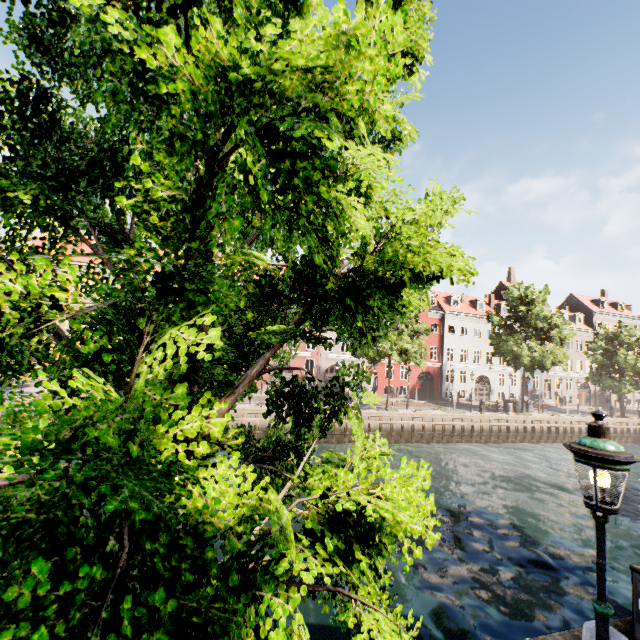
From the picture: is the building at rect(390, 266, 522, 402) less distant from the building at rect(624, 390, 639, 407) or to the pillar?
the pillar

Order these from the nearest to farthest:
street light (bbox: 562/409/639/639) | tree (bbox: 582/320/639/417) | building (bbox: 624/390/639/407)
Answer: street light (bbox: 562/409/639/639)
tree (bbox: 582/320/639/417)
building (bbox: 624/390/639/407)

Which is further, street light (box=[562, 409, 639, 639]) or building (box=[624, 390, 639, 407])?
building (box=[624, 390, 639, 407])

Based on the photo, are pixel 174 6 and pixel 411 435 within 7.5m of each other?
no

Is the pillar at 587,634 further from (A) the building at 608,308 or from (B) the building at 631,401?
(B) the building at 631,401

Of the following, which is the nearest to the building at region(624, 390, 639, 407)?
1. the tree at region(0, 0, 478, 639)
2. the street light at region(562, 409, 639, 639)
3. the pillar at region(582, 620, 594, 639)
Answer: the street light at region(562, 409, 639, 639)

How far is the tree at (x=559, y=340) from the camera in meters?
29.6 m

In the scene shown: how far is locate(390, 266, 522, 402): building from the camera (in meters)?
39.28
